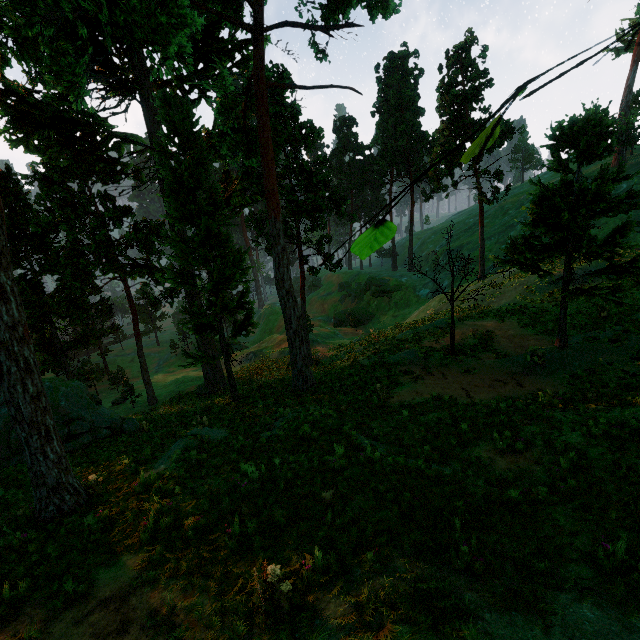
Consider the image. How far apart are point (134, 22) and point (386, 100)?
56.5 meters

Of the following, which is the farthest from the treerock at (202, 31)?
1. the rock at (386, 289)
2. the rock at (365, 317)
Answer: the rock at (365, 317)

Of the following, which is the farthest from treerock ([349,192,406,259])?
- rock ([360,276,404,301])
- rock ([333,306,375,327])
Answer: rock ([333,306,375,327])

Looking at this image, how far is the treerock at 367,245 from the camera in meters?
0.8

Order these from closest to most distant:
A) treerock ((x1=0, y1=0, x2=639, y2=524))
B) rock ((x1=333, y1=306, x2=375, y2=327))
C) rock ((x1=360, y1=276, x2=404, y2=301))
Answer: treerock ((x1=0, y1=0, x2=639, y2=524))
rock ((x1=360, y1=276, x2=404, y2=301))
rock ((x1=333, y1=306, x2=375, y2=327))

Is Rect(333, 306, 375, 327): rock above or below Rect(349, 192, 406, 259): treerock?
below

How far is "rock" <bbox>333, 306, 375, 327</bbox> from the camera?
55.2m
